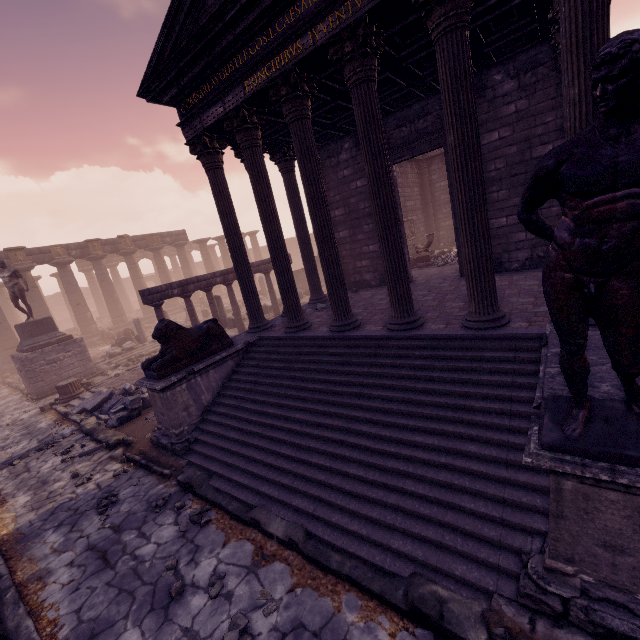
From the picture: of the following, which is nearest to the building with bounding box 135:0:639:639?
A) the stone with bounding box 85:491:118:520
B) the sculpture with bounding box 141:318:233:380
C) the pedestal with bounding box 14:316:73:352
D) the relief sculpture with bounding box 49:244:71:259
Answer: the sculpture with bounding box 141:318:233:380

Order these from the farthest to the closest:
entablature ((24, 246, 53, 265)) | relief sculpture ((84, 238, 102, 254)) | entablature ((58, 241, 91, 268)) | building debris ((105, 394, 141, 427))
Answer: relief sculpture ((84, 238, 102, 254)) → entablature ((58, 241, 91, 268)) → entablature ((24, 246, 53, 265)) → building debris ((105, 394, 141, 427))

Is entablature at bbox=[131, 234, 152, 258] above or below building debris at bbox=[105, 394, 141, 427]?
above

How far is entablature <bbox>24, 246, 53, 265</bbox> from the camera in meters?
20.9 m

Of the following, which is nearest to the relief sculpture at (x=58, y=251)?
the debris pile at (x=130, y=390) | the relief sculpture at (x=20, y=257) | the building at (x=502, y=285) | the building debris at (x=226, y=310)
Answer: the relief sculpture at (x=20, y=257)

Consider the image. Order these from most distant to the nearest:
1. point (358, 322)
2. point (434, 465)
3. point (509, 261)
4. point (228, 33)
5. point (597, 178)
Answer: point (509, 261)
point (358, 322)
point (228, 33)
point (434, 465)
point (597, 178)

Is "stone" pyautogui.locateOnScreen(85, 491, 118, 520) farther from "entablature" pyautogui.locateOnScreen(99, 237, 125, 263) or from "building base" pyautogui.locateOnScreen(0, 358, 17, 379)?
"entablature" pyautogui.locateOnScreen(99, 237, 125, 263)

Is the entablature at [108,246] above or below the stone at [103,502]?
above
